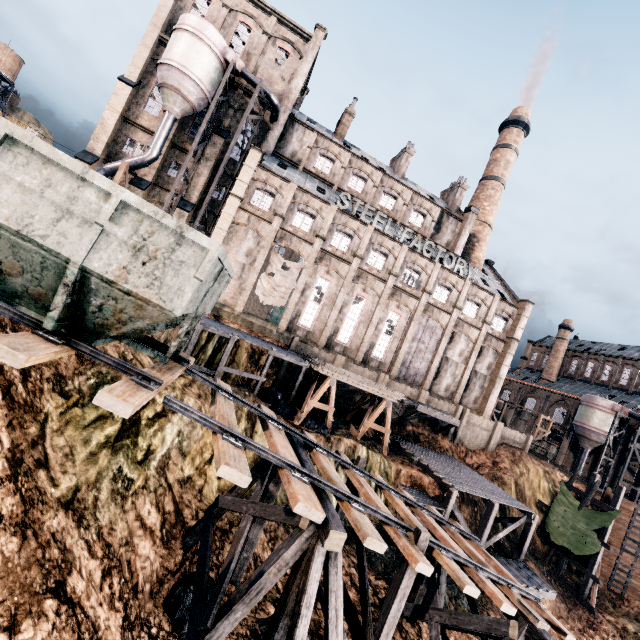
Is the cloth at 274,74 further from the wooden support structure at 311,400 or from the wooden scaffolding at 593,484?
the wooden scaffolding at 593,484

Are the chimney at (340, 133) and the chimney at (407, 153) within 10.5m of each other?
yes

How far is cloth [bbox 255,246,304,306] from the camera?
31.9m

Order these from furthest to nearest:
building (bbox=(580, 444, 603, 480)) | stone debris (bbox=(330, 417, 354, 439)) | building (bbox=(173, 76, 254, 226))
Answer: building (bbox=(580, 444, 603, 480)) < building (bbox=(173, 76, 254, 226)) < stone debris (bbox=(330, 417, 354, 439))

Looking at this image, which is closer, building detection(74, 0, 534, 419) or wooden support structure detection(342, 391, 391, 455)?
wooden support structure detection(342, 391, 391, 455)

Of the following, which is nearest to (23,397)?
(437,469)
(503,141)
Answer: (437,469)

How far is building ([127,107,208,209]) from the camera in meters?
31.6 m

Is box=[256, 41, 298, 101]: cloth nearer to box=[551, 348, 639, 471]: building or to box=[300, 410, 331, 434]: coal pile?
box=[551, 348, 639, 471]: building
